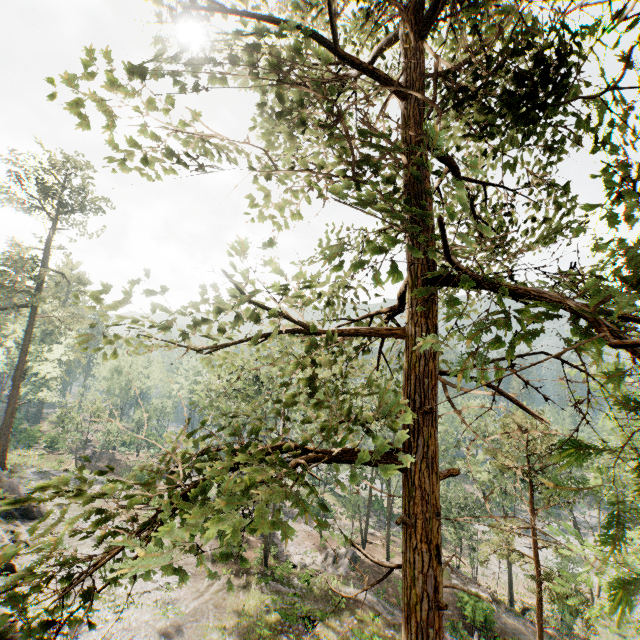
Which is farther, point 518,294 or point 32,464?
point 32,464

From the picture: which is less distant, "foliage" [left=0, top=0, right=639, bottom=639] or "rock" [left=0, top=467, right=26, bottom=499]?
"foliage" [left=0, top=0, right=639, bottom=639]

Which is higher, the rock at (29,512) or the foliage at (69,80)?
the foliage at (69,80)

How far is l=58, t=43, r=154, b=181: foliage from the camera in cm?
308

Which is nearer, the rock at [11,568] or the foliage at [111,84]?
the foliage at [111,84]

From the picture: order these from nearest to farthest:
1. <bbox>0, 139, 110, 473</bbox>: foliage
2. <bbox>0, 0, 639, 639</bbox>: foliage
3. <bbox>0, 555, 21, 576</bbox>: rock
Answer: <bbox>0, 0, 639, 639</bbox>: foliage < <bbox>0, 555, 21, 576</bbox>: rock < <bbox>0, 139, 110, 473</bbox>: foliage

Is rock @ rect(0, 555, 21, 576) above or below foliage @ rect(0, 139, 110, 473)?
below
